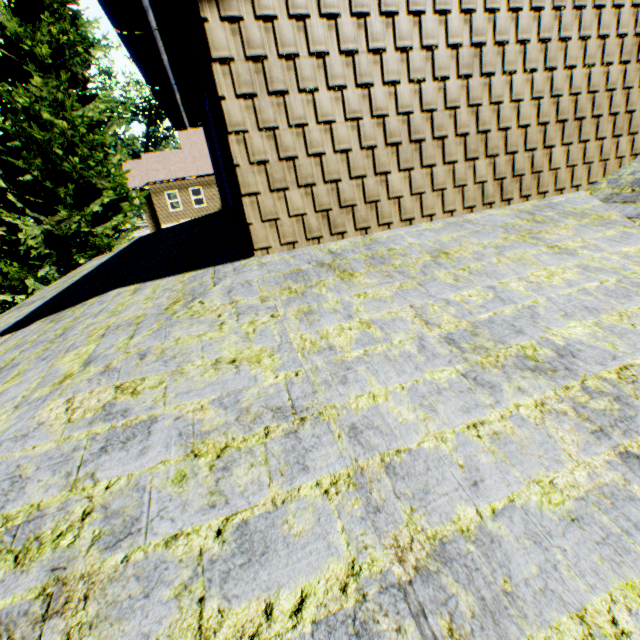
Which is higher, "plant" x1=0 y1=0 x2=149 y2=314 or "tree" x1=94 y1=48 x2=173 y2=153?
"tree" x1=94 y1=48 x2=173 y2=153

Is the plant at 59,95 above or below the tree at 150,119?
below

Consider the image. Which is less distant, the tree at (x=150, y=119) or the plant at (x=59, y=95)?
the plant at (x=59, y=95)

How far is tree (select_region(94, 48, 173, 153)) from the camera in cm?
3706

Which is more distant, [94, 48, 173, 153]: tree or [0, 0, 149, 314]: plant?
[94, 48, 173, 153]: tree

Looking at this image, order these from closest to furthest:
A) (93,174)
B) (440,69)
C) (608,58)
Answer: (440,69), (608,58), (93,174)
